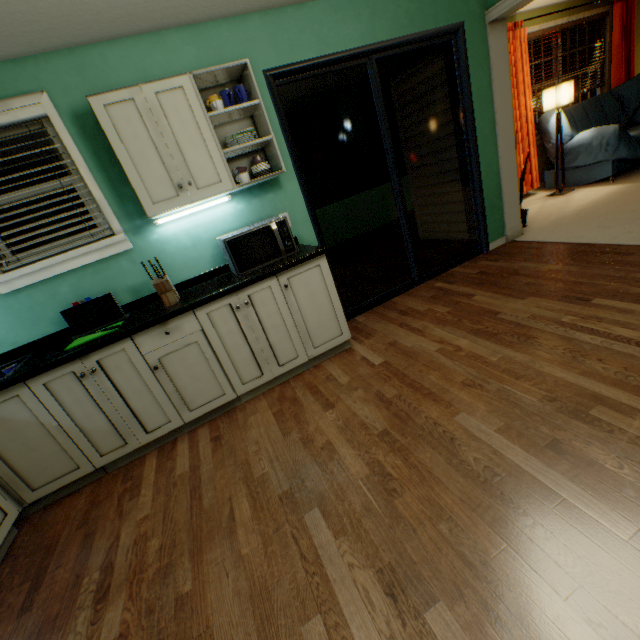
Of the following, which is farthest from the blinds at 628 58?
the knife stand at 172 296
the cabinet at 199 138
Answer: the knife stand at 172 296

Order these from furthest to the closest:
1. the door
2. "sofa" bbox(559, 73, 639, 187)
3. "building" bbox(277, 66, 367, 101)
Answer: "sofa" bbox(559, 73, 639, 187)
"building" bbox(277, 66, 367, 101)
the door

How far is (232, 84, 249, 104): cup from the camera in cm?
214

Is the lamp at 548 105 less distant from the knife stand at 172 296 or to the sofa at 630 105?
the sofa at 630 105

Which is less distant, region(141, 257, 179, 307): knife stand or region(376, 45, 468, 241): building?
region(141, 257, 179, 307): knife stand

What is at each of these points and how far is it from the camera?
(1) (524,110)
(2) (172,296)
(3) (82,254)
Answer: (1) blinds, 4.82m
(2) knife stand, 2.19m
(3) window, 2.23m

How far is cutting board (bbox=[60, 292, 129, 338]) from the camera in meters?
2.2 m

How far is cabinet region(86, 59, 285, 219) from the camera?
1.9 meters
